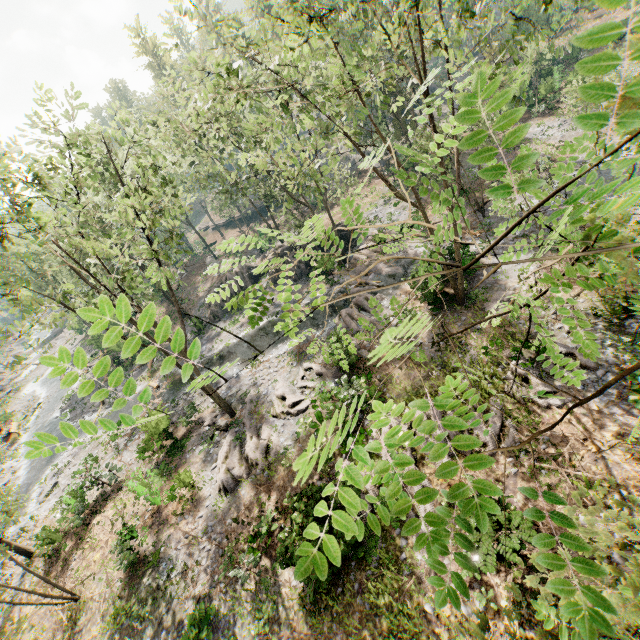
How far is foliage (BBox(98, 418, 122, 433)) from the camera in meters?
1.1

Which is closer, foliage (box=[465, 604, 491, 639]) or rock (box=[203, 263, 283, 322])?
foliage (box=[465, 604, 491, 639])

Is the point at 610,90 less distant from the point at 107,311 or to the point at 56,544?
the point at 107,311

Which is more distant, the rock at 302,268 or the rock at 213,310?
the rock at 213,310

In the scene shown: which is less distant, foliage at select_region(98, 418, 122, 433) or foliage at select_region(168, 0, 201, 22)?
foliage at select_region(98, 418, 122, 433)

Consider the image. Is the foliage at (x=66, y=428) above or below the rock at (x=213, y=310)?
above
